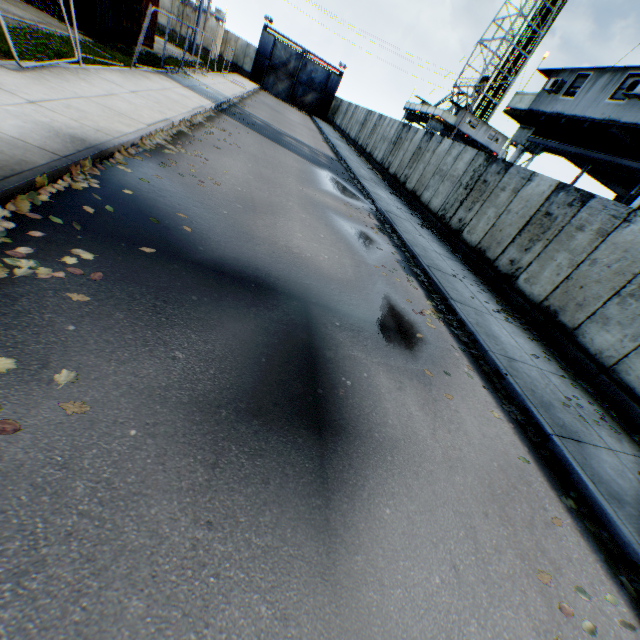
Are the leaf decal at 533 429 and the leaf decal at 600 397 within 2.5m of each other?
yes

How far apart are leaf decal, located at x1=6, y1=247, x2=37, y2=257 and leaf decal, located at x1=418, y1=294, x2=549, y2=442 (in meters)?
5.48

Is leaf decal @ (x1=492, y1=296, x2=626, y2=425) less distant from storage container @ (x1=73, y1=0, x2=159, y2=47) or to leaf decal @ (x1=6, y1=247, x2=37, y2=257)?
leaf decal @ (x1=6, y1=247, x2=37, y2=257)

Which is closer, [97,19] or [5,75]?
[5,75]

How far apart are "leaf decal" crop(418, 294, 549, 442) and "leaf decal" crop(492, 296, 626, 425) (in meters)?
1.91

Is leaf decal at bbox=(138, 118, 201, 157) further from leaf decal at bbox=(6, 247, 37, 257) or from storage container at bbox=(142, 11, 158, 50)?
storage container at bbox=(142, 11, 158, 50)

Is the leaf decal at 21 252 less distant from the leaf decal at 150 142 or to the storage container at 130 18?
the leaf decal at 150 142

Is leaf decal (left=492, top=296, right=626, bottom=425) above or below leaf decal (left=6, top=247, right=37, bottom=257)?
above
